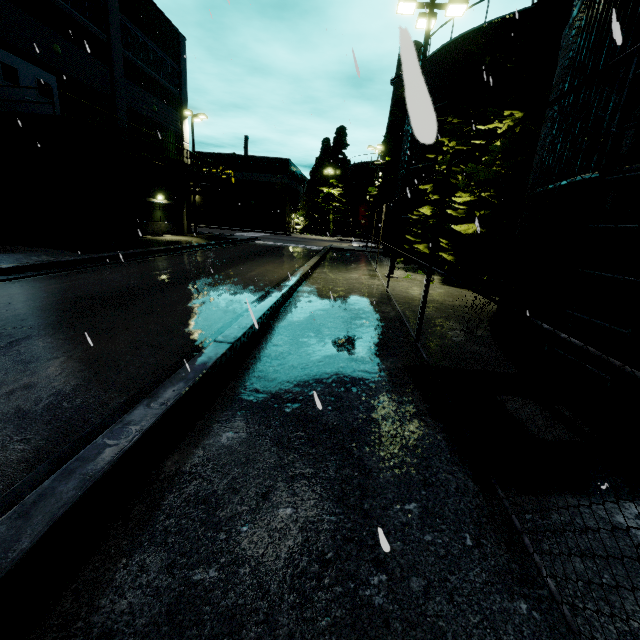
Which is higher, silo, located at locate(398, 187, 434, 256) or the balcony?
the balcony

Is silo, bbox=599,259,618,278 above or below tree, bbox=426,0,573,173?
below

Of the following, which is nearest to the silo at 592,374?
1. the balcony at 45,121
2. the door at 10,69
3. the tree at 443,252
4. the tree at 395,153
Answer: the tree at 443,252

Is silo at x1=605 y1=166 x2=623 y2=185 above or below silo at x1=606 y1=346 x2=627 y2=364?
above

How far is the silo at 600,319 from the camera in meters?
3.4 m

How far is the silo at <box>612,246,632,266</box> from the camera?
3.62m

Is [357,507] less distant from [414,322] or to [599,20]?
[414,322]
